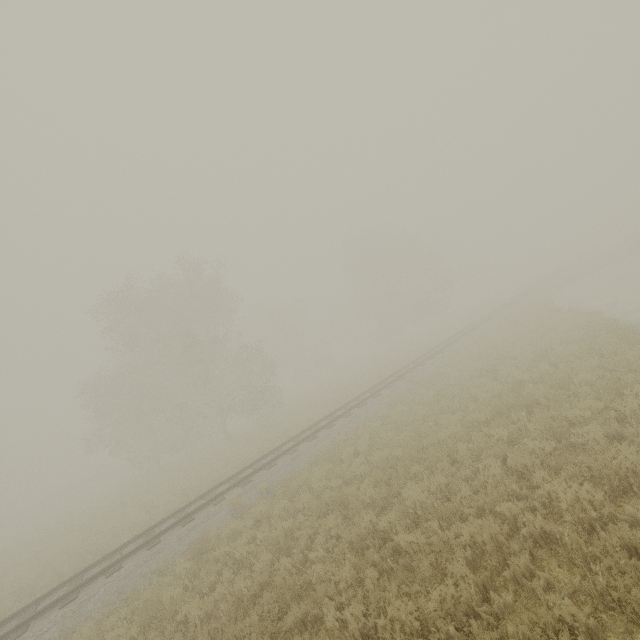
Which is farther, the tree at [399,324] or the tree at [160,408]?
the tree at [399,324]

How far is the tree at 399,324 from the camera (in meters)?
43.28

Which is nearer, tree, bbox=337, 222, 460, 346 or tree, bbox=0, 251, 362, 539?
tree, bbox=0, 251, 362, 539

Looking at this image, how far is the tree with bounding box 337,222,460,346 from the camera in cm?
4328

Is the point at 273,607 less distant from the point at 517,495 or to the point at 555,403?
the point at 517,495
